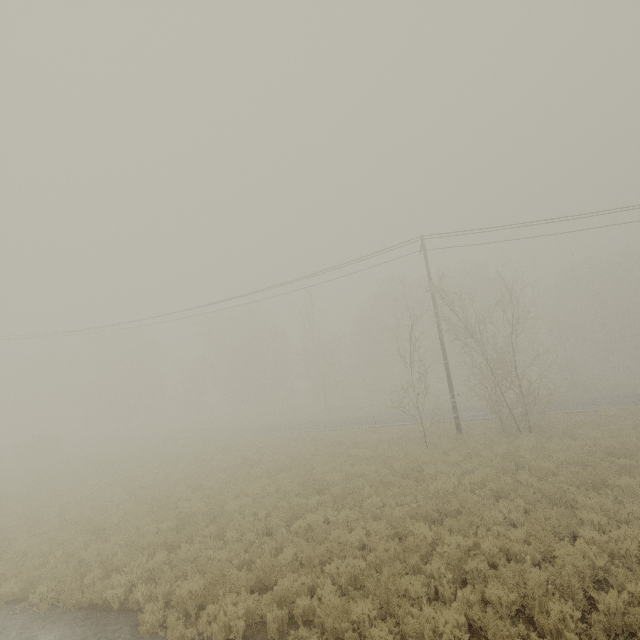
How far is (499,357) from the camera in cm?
1898
